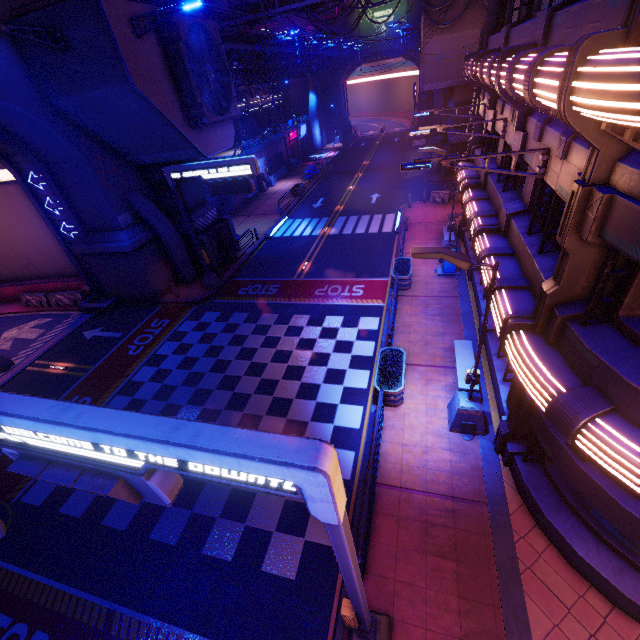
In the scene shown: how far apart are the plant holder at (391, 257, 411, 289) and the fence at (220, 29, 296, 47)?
16.5m

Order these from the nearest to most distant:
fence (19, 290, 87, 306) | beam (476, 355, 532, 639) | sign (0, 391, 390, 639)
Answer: sign (0, 391, 390, 639)
beam (476, 355, 532, 639)
fence (19, 290, 87, 306)

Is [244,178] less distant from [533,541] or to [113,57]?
[113,57]

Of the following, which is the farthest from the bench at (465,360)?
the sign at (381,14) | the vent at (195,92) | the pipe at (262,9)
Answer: the sign at (381,14)

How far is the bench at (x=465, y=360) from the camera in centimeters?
1091cm

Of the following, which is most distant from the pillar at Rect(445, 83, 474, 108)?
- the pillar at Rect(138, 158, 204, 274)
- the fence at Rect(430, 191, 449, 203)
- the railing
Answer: the railing

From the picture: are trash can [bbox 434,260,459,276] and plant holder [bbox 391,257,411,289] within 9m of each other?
yes

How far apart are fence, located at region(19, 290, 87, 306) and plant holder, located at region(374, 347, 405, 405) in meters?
20.5
